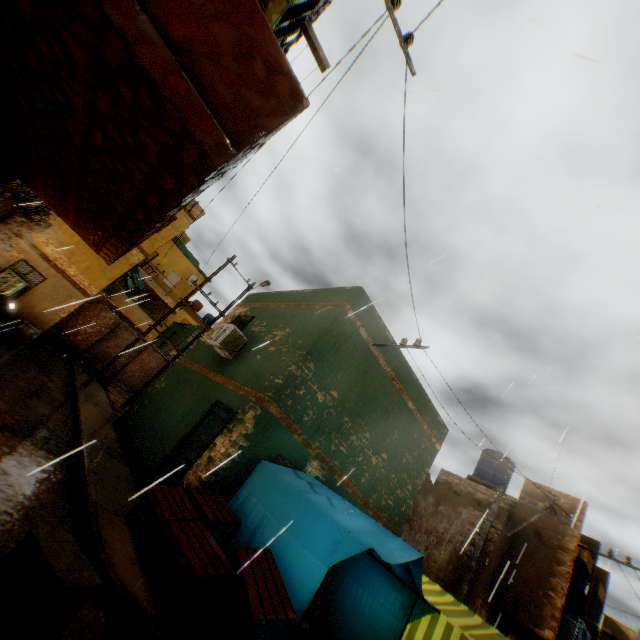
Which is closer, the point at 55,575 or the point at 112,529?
the point at 55,575

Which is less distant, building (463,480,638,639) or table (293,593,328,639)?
table (293,593,328,639)

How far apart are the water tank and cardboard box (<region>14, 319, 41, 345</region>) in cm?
2146

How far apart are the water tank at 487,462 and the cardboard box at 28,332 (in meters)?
21.46

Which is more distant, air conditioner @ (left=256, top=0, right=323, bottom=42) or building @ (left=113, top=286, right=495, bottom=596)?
building @ (left=113, top=286, right=495, bottom=596)

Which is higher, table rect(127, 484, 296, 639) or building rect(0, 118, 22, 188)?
building rect(0, 118, 22, 188)

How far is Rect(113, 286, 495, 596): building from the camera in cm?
722

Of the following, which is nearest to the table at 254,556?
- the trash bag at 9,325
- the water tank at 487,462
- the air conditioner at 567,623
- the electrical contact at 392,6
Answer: the electrical contact at 392,6
